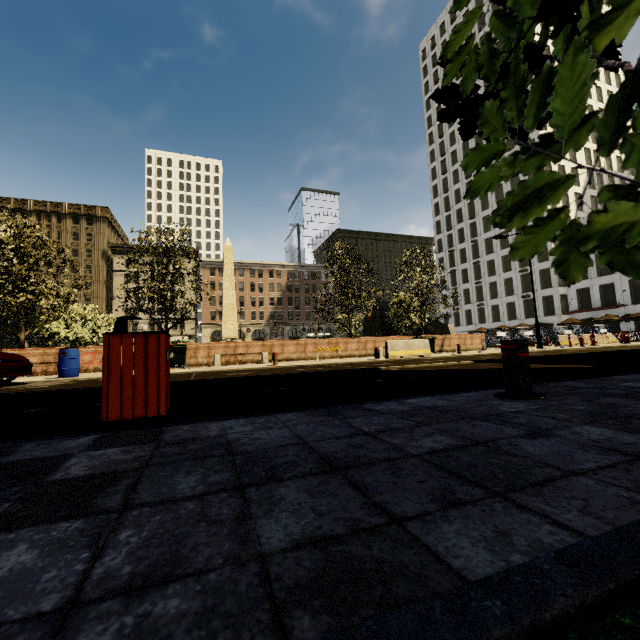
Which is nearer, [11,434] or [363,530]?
[363,530]

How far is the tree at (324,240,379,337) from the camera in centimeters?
2109cm

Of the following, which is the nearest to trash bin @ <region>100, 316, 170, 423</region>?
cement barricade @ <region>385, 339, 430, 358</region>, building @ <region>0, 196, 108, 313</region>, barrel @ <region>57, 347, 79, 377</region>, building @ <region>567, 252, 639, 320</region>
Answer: building @ <region>0, 196, 108, 313</region>

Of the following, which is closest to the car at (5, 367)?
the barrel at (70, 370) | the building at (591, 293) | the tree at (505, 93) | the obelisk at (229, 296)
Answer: the barrel at (70, 370)

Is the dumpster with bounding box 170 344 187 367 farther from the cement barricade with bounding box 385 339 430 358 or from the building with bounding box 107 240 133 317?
the building with bounding box 107 240 133 317

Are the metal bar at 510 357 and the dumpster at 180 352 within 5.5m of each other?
no

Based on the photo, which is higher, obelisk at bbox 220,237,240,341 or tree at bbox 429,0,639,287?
obelisk at bbox 220,237,240,341

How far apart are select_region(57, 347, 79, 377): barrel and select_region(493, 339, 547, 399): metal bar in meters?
13.1
